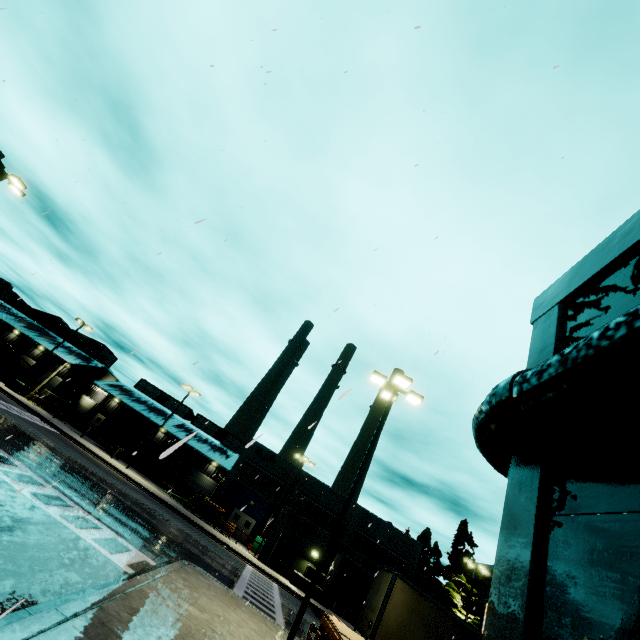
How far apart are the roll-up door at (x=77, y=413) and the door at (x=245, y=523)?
27.1 meters

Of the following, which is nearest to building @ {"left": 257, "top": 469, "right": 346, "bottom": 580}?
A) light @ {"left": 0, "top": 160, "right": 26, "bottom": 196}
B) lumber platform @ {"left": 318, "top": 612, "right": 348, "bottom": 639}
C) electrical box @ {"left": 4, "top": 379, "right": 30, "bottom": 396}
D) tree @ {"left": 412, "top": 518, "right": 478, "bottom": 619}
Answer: tree @ {"left": 412, "top": 518, "right": 478, "bottom": 619}

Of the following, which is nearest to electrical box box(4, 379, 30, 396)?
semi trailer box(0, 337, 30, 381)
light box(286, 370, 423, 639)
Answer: semi trailer box(0, 337, 30, 381)

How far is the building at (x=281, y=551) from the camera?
30.19m

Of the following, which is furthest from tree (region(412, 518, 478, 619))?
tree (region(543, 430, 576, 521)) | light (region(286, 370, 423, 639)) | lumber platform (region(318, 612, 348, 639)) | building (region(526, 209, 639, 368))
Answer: tree (region(543, 430, 576, 521))

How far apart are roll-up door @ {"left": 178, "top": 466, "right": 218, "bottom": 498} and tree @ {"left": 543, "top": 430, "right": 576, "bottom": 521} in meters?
49.0 m

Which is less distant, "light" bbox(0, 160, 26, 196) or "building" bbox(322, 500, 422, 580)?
"light" bbox(0, 160, 26, 196)

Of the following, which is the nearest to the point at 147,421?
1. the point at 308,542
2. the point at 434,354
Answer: the point at 308,542
